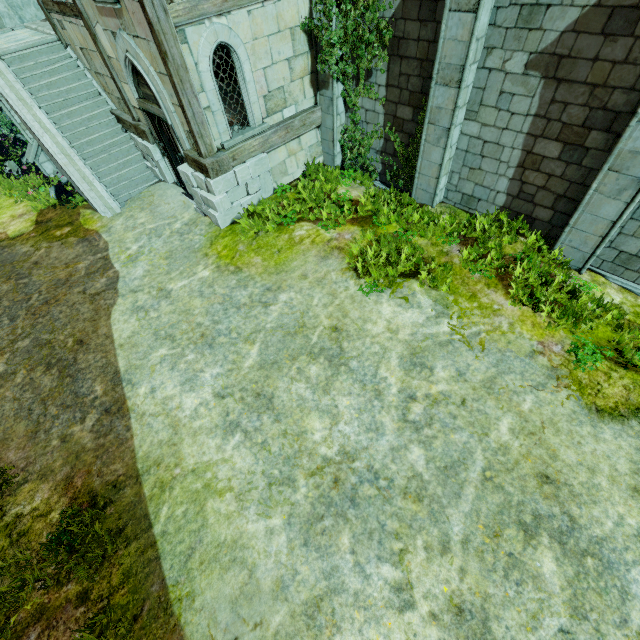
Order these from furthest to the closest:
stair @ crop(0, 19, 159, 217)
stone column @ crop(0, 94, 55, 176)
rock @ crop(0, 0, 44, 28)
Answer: rock @ crop(0, 0, 44, 28)
stone column @ crop(0, 94, 55, 176)
stair @ crop(0, 19, 159, 217)

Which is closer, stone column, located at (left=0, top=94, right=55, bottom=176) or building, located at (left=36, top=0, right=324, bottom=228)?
building, located at (left=36, top=0, right=324, bottom=228)

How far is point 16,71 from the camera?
10.5m

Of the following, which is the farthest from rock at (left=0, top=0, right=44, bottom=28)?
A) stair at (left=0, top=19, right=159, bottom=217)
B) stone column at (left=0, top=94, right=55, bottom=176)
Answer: stone column at (left=0, top=94, right=55, bottom=176)

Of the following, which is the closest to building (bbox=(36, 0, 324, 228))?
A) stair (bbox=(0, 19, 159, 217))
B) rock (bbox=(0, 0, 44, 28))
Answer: stair (bbox=(0, 19, 159, 217))

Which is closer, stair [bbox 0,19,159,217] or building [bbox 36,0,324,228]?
building [bbox 36,0,324,228]

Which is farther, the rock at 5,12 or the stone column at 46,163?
the rock at 5,12

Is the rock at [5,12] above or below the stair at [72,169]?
above
